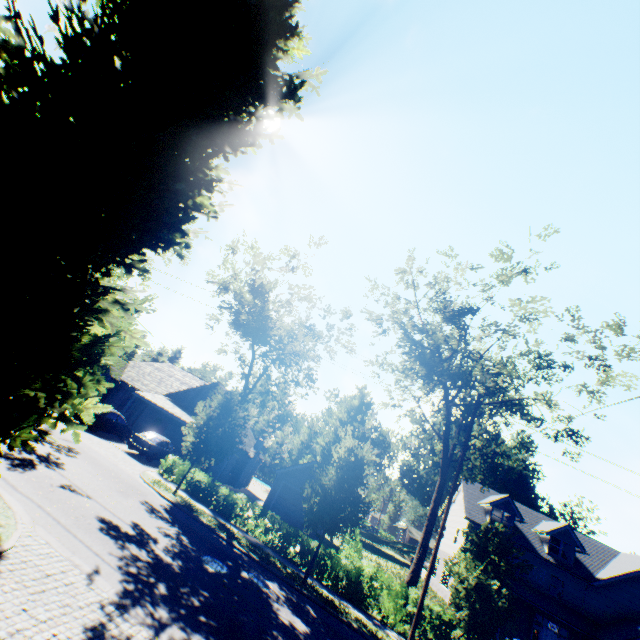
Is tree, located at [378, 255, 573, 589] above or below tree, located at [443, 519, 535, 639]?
above

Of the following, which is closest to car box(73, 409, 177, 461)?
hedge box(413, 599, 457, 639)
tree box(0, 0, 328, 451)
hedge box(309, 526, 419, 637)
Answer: tree box(0, 0, 328, 451)

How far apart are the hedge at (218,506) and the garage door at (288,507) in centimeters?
874cm

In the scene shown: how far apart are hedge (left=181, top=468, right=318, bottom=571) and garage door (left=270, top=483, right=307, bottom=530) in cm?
874

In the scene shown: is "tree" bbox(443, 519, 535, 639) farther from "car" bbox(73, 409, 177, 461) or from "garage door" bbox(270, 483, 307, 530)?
"garage door" bbox(270, 483, 307, 530)

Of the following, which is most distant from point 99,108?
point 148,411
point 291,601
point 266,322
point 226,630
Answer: point 148,411

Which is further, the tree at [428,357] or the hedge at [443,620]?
the tree at [428,357]

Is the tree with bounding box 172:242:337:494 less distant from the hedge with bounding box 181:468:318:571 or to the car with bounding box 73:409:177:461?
the hedge with bounding box 181:468:318:571
